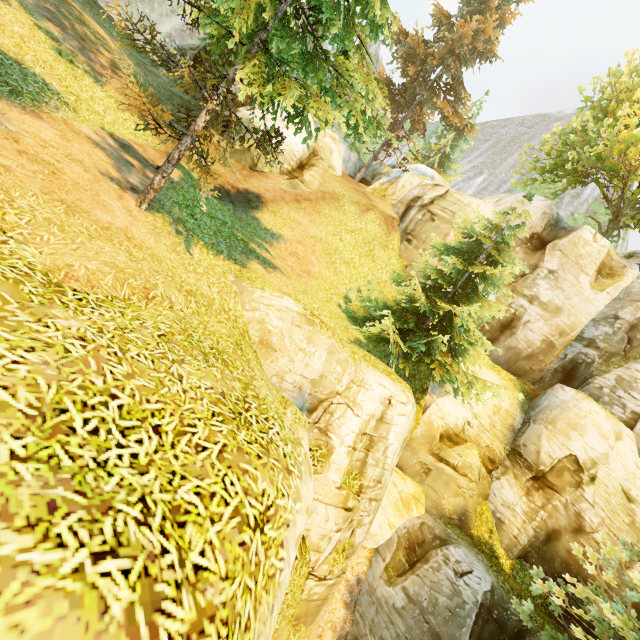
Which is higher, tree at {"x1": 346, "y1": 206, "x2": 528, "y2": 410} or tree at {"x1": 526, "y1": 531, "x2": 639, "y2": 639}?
tree at {"x1": 346, "y1": 206, "x2": 528, "y2": 410}

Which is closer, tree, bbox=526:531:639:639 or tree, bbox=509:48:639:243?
tree, bbox=526:531:639:639

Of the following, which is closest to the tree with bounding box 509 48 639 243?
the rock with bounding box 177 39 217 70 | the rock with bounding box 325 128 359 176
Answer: the rock with bounding box 325 128 359 176

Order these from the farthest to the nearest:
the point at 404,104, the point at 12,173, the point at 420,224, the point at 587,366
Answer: the point at 404,104 → the point at 420,224 → the point at 587,366 → the point at 12,173

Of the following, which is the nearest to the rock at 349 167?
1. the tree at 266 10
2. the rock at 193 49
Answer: the tree at 266 10

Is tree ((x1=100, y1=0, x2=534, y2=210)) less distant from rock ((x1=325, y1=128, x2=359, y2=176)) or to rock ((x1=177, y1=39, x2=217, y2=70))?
rock ((x1=325, y1=128, x2=359, y2=176))

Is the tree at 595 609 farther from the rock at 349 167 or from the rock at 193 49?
the rock at 193 49

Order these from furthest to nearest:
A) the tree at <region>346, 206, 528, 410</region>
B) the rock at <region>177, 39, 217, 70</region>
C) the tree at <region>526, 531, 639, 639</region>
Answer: the rock at <region>177, 39, 217, 70</region> < the tree at <region>346, 206, 528, 410</region> < the tree at <region>526, 531, 639, 639</region>
